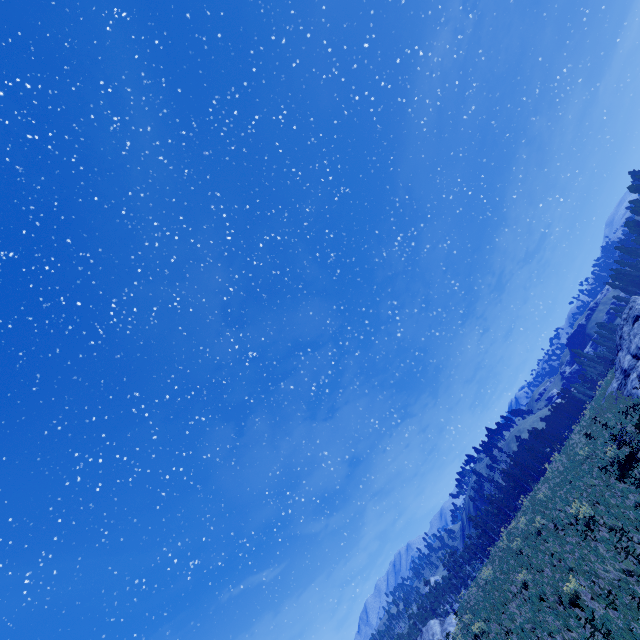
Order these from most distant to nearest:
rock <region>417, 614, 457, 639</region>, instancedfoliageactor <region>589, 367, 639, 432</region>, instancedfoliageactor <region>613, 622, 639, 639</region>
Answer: rock <region>417, 614, 457, 639</region> → instancedfoliageactor <region>589, 367, 639, 432</region> → instancedfoliageactor <region>613, 622, 639, 639</region>

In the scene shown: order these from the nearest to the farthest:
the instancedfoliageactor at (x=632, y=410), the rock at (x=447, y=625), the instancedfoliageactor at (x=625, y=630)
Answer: the instancedfoliageactor at (x=625, y=630), the instancedfoliageactor at (x=632, y=410), the rock at (x=447, y=625)

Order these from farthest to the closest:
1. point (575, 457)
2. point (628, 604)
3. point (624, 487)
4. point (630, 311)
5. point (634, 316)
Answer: point (630, 311) → point (634, 316) → point (575, 457) → point (624, 487) → point (628, 604)

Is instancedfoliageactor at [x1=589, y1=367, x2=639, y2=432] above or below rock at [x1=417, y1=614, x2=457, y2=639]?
below

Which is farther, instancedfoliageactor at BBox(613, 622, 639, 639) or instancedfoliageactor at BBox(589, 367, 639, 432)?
instancedfoliageactor at BBox(589, 367, 639, 432)

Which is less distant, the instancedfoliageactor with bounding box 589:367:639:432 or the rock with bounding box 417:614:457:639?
the instancedfoliageactor with bounding box 589:367:639:432

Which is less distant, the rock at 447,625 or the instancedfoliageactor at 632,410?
the instancedfoliageactor at 632,410
